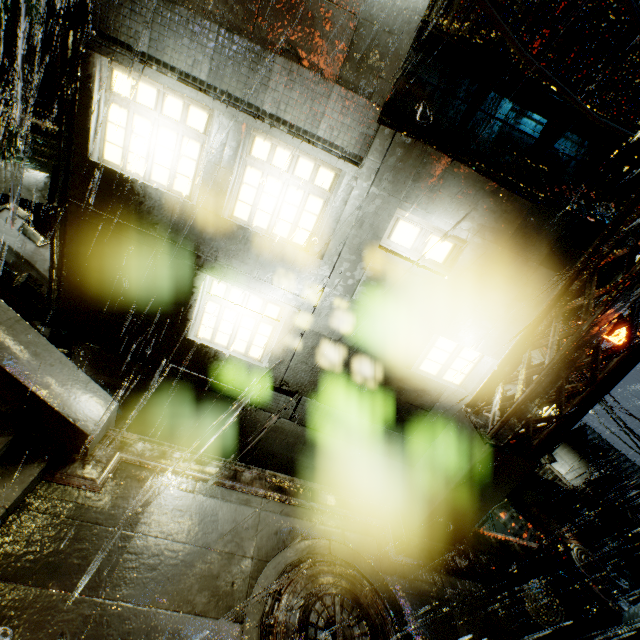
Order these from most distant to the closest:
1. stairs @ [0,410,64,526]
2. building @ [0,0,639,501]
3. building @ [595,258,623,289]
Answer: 1. building @ [595,258,623,289]
2. building @ [0,0,639,501]
3. stairs @ [0,410,64,526]

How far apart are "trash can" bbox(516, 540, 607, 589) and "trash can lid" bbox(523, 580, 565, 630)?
0.03m

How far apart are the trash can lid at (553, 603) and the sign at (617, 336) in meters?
21.2 m

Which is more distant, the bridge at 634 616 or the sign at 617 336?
the sign at 617 336

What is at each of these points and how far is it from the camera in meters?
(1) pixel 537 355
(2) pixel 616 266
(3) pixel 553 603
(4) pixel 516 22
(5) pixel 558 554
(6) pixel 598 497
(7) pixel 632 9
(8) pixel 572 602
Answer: (1) building, 7.3 m
(2) building, 7.9 m
(3) trash can lid, 6.8 m
(4) building, 5.3 m
(5) trash can, 6.9 m
(6) building, 33.2 m
(7) power line, 1.9 m
(8) trash bag, 6.7 m

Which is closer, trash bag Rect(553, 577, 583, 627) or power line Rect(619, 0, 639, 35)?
power line Rect(619, 0, 639, 35)

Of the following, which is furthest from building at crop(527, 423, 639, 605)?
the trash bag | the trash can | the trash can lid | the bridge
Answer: the trash can lid

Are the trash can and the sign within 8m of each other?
no
